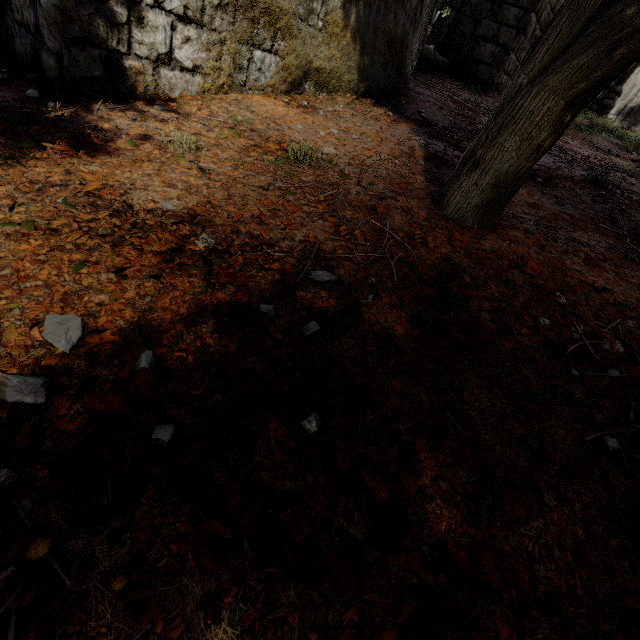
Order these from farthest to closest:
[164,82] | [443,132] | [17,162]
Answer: [443,132] < [164,82] < [17,162]

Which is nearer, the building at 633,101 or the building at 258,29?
the building at 258,29

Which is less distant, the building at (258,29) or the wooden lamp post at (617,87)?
the building at (258,29)

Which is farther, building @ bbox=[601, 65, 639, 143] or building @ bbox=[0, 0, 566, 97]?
building @ bbox=[601, 65, 639, 143]

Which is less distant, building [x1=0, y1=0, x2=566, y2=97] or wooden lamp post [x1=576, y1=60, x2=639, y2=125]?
building [x1=0, y1=0, x2=566, y2=97]
